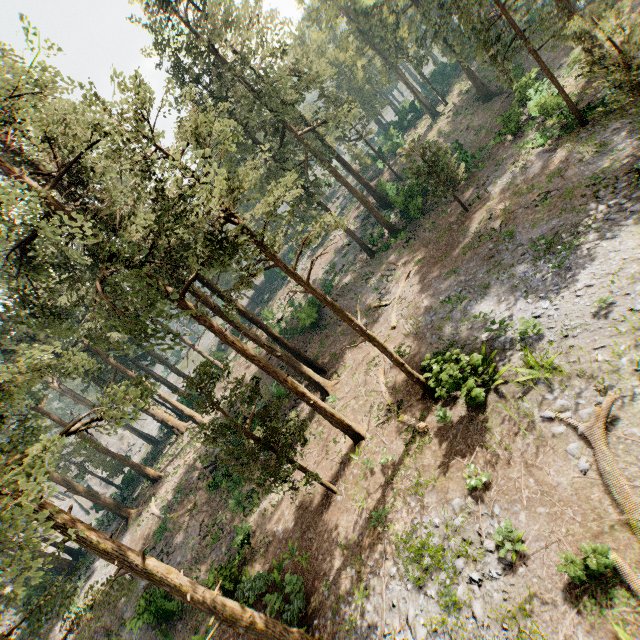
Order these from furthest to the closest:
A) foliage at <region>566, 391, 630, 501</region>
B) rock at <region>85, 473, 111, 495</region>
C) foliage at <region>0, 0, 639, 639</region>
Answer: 1. rock at <region>85, 473, 111, 495</region>
2. foliage at <region>0, 0, 639, 639</region>
3. foliage at <region>566, 391, 630, 501</region>

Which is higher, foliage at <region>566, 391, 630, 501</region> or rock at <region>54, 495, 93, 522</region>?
rock at <region>54, 495, 93, 522</region>

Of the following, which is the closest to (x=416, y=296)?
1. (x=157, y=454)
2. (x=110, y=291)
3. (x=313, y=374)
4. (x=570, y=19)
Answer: (x=313, y=374)

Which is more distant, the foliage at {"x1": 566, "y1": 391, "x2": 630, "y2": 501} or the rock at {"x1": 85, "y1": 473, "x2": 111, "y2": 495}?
the rock at {"x1": 85, "y1": 473, "x2": 111, "y2": 495}

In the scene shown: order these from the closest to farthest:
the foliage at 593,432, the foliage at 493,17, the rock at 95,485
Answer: the foliage at 593,432
the foliage at 493,17
the rock at 95,485

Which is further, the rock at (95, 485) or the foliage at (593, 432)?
the rock at (95, 485)

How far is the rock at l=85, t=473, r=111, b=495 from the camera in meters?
54.4 m
